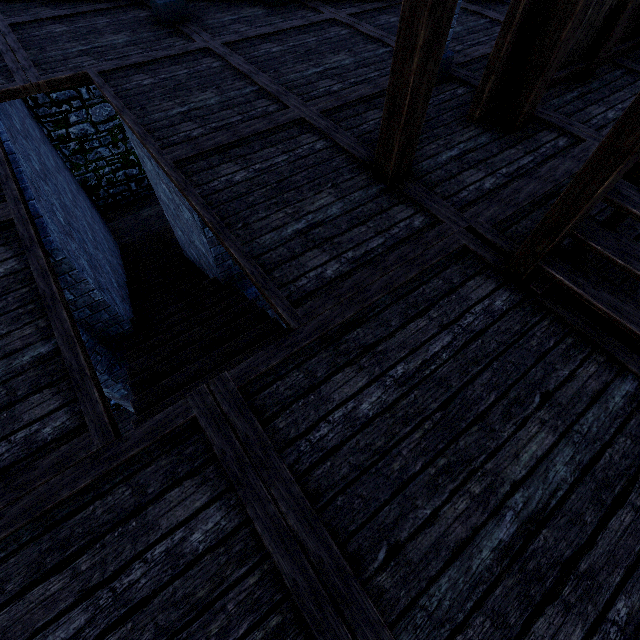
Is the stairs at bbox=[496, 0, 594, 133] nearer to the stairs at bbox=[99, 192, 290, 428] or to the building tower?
the building tower

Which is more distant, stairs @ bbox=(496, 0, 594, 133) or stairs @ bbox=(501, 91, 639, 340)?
stairs @ bbox=(496, 0, 594, 133)

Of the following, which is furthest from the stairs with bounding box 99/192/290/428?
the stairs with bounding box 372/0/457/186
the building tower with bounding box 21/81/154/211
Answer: the building tower with bounding box 21/81/154/211

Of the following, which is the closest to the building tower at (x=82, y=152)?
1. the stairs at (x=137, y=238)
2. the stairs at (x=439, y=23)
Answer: the stairs at (x=439, y=23)

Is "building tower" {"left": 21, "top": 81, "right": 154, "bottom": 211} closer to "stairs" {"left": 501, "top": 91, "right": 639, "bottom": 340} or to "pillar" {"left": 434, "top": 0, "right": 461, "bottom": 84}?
"stairs" {"left": 501, "top": 91, "right": 639, "bottom": 340}

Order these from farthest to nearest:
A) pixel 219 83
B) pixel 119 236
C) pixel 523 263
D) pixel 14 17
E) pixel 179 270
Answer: pixel 119 236 < pixel 179 270 < pixel 14 17 < pixel 219 83 < pixel 523 263

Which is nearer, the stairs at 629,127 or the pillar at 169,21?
the stairs at 629,127

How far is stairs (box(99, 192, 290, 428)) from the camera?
3.5m
